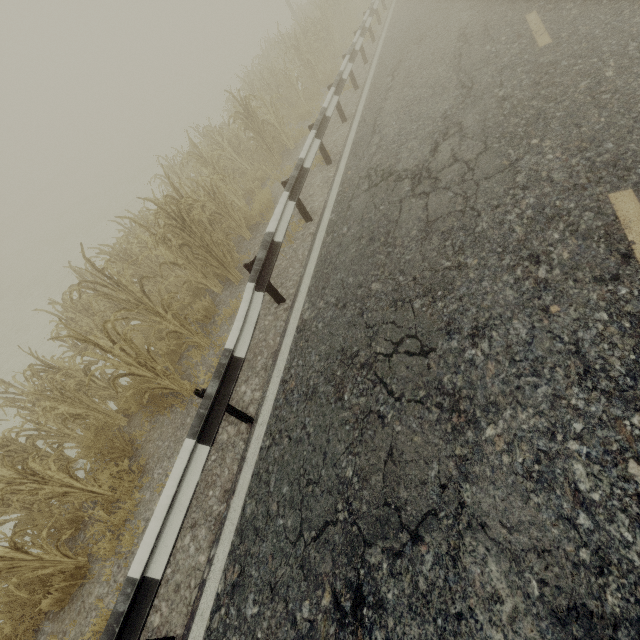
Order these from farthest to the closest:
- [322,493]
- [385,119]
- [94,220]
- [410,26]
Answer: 1. [94,220]
2. [410,26]
3. [385,119]
4. [322,493]

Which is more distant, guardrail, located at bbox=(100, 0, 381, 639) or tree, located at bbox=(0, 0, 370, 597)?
tree, located at bbox=(0, 0, 370, 597)

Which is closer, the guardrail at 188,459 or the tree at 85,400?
the guardrail at 188,459
